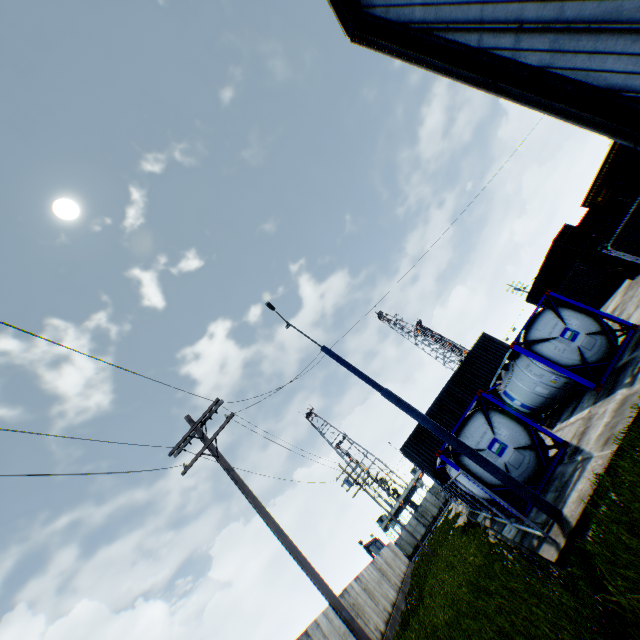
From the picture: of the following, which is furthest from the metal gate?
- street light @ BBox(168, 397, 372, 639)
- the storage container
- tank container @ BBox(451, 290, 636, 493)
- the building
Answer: the building

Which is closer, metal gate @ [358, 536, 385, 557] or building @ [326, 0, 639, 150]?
building @ [326, 0, 639, 150]

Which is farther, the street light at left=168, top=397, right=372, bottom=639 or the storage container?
the storage container

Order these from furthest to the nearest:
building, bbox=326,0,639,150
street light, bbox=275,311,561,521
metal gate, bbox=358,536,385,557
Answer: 1. metal gate, bbox=358,536,385,557
2. street light, bbox=275,311,561,521
3. building, bbox=326,0,639,150

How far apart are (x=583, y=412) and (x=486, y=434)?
3.3 meters

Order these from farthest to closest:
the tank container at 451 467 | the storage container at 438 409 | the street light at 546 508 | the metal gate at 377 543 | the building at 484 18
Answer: the metal gate at 377 543 → the storage container at 438 409 → the tank container at 451 467 → the street light at 546 508 → the building at 484 18

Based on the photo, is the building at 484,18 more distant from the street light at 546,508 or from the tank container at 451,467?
the street light at 546,508

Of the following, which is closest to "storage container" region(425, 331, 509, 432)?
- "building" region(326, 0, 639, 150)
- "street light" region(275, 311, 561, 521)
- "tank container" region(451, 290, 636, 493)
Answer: "tank container" region(451, 290, 636, 493)
